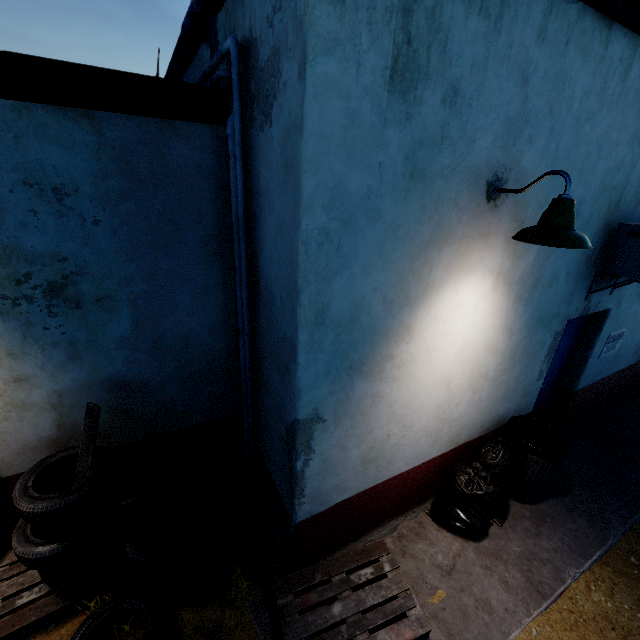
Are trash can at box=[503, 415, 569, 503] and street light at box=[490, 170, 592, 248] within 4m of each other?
yes

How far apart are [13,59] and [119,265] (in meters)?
1.45

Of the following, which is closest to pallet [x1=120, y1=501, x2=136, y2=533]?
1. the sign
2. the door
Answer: the door

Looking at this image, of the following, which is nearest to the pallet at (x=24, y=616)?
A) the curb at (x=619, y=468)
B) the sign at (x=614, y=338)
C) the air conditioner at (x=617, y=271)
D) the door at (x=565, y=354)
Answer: the curb at (x=619, y=468)

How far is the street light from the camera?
2.0 meters

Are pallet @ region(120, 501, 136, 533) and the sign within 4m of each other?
no

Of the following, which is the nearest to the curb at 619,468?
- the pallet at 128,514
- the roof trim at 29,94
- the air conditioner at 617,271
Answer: the pallet at 128,514

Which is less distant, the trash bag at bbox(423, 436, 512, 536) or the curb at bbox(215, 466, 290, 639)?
the curb at bbox(215, 466, 290, 639)
